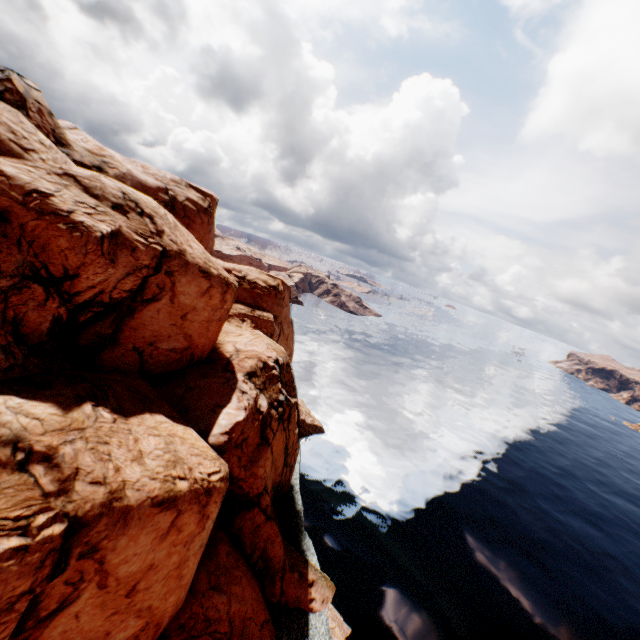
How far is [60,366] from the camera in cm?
1775
